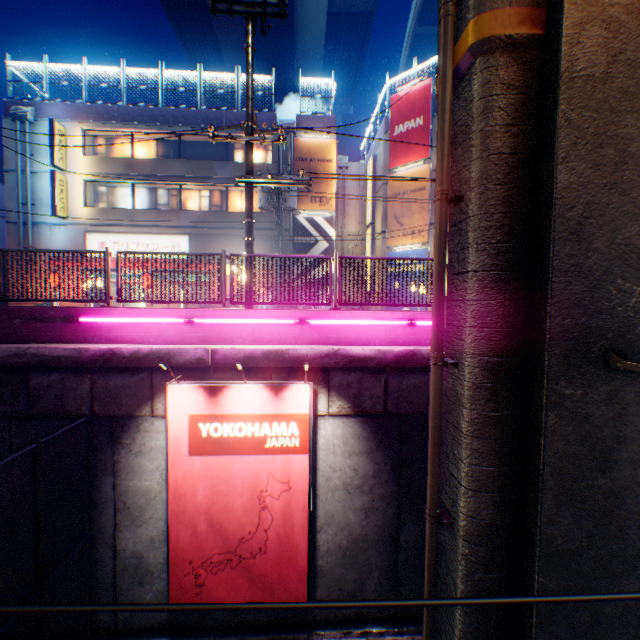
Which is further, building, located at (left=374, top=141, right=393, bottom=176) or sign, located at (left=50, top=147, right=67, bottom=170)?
building, located at (left=374, top=141, right=393, bottom=176)

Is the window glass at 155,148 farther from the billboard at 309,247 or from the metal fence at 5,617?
the billboard at 309,247

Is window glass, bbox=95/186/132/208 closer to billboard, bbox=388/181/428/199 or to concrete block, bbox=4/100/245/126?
concrete block, bbox=4/100/245/126

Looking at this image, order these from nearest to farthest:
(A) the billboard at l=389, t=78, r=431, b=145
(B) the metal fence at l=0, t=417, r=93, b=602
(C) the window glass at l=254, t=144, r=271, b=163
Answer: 1. (B) the metal fence at l=0, t=417, r=93, b=602
2. (A) the billboard at l=389, t=78, r=431, b=145
3. (C) the window glass at l=254, t=144, r=271, b=163

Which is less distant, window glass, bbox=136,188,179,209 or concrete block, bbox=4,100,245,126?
concrete block, bbox=4,100,245,126

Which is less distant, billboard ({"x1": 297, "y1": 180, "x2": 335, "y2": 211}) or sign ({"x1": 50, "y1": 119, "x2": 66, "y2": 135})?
sign ({"x1": 50, "y1": 119, "x2": 66, "y2": 135})

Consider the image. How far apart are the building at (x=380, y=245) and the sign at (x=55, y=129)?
18.8 meters

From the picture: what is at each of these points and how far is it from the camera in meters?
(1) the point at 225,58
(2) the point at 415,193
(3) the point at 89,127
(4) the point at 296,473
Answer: (1) overpass support, 30.2
(2) billboard, 18.5
(3) building, 19.0
(4) billboard, 6.1
